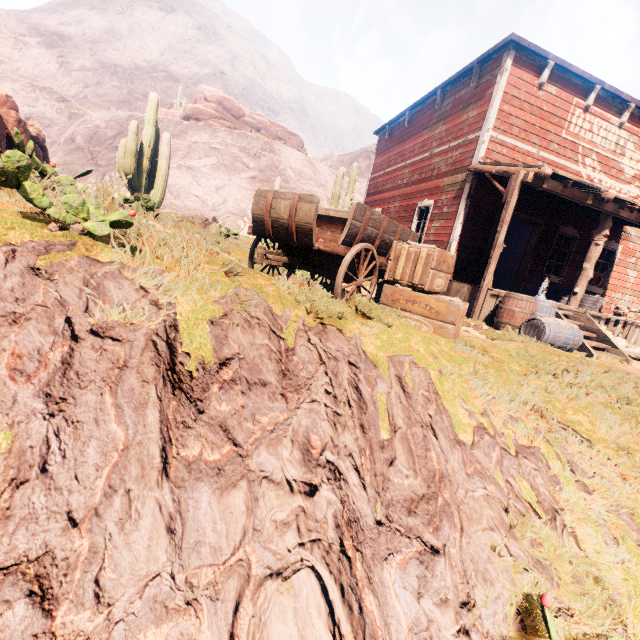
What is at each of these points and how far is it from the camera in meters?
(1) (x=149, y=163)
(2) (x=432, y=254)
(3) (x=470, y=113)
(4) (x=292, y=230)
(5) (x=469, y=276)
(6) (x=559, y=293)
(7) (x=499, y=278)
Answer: (1) instancedfoliageactor, 11.5
(2) wooden box, 4.4
(3) building, 9.4
(4) carraige, 4.3
(5) log, 9.1
(6) metal tub, 10.2
(7) wooden box, 17.0

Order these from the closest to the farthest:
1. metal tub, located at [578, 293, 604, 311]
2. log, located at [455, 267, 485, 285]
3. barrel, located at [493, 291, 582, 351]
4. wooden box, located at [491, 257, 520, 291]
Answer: barrel, located at [493, 291, 582, 351] → log, located at [455, 267, 485, 285] → metal tub, located at [578, 293, 604, 311] → wooden box, located at [491, 257, 520, 291]

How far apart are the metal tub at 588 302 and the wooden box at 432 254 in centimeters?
721cm

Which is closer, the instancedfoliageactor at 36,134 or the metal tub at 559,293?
the instancedfoliageactor at 36,134

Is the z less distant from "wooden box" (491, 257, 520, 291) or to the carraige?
the carraige

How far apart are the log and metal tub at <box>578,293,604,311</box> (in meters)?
3.48

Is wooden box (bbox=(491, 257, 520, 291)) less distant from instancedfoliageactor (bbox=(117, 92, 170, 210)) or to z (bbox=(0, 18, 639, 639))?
z (bbox=(0, 18, 639, 639))

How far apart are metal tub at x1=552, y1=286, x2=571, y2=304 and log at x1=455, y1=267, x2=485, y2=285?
3.1m
